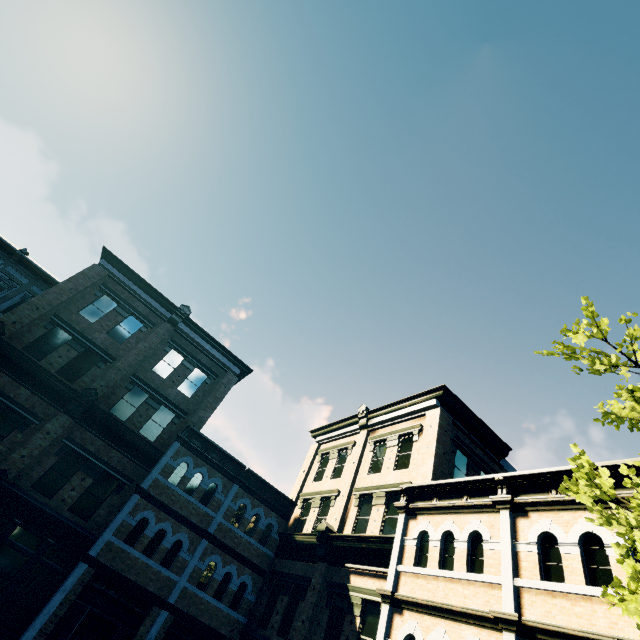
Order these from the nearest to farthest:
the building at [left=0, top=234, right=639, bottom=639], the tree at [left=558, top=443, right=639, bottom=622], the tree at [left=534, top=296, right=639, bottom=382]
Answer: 1. the tree at [left=558, top=443, right=639, bottom=622]
2. the tree at [left=534, top=296, right=639, bottom=382]
3. the building at [left=0, top=234, right=639, bottom=639]

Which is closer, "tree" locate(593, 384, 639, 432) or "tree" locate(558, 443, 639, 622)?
"tree" locate(558, 443, 639, 622)

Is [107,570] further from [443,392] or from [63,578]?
[443,392]

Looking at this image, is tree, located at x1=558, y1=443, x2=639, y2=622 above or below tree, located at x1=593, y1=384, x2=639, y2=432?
below

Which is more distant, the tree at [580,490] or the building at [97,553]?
the building at [97,553]

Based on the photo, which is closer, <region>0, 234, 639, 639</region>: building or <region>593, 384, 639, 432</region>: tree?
<region>593, 384, 639, 432</region>: tree

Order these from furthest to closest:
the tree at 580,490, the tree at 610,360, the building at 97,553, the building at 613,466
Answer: the building at 97,553 → the building at 613,466 → the tree at 610,360 → the tree at 580,490
